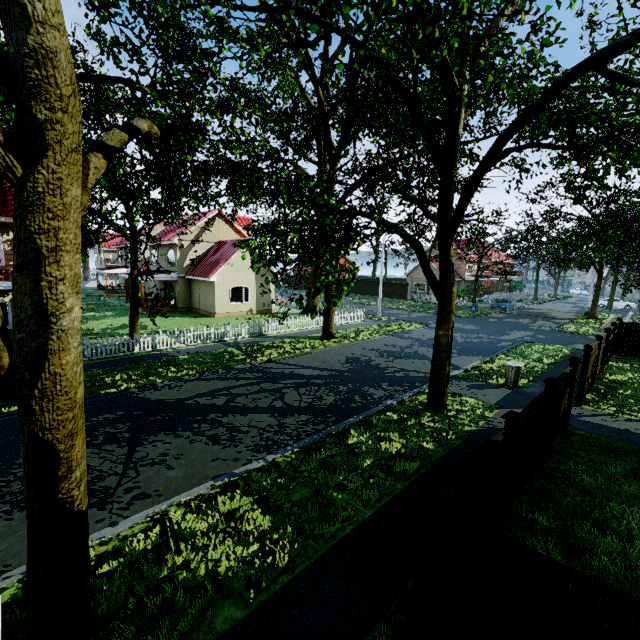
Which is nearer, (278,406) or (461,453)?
(461,453)

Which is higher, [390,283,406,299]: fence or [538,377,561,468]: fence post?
[538,377,561,468]: fence post

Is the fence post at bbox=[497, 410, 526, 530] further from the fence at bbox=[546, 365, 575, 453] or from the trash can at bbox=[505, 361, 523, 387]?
the trash can at bbox=[505, 361, 523, 387]

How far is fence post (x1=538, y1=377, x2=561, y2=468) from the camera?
7.43m

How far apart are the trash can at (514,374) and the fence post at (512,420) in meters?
8.4

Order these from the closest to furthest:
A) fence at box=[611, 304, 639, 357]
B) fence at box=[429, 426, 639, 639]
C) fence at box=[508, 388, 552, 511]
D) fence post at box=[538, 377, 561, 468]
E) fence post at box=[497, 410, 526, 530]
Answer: fence at box=[429, 426, 639, 639], fence post at box=[497, 410, 526, 530], fence at box=[508, 388, 552, 511], fence post at box=[538, 377, 561, 468], fence at box=[611, 304, 639, 357]

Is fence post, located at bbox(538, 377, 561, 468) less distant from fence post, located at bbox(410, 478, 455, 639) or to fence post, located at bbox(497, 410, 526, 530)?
fence post, located at bbox(497, 410, 526, 530)

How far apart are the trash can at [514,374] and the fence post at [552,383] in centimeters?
576cm
